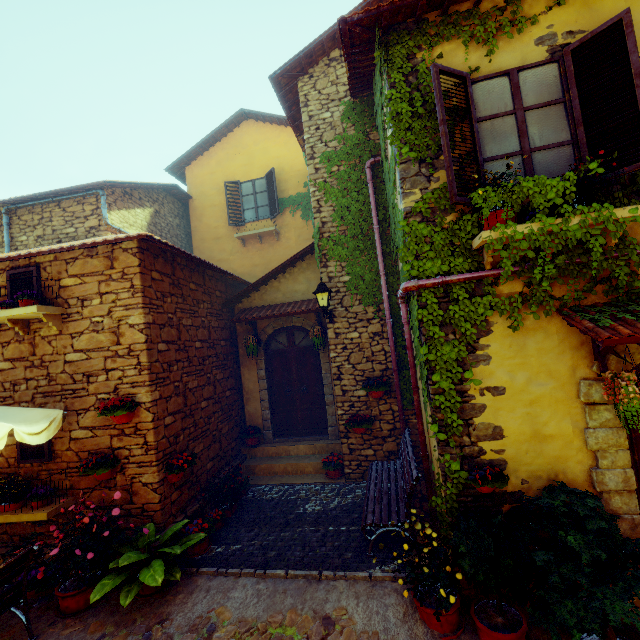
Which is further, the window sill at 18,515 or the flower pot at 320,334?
the flower pot at 320,334

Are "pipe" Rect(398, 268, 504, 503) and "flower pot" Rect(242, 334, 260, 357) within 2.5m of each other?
no

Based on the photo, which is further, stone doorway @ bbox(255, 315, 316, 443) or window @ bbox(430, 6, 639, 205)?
stone doorway @ bbox(255, 315, 316, 443)

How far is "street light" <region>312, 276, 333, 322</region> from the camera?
6.3m

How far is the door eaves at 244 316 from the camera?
7.6m

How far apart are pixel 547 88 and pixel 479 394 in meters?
3.8 m

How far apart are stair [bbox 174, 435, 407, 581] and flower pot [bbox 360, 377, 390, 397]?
1.72m

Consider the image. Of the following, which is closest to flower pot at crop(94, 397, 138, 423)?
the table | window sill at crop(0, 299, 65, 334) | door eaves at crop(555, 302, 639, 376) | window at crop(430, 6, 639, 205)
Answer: the table
